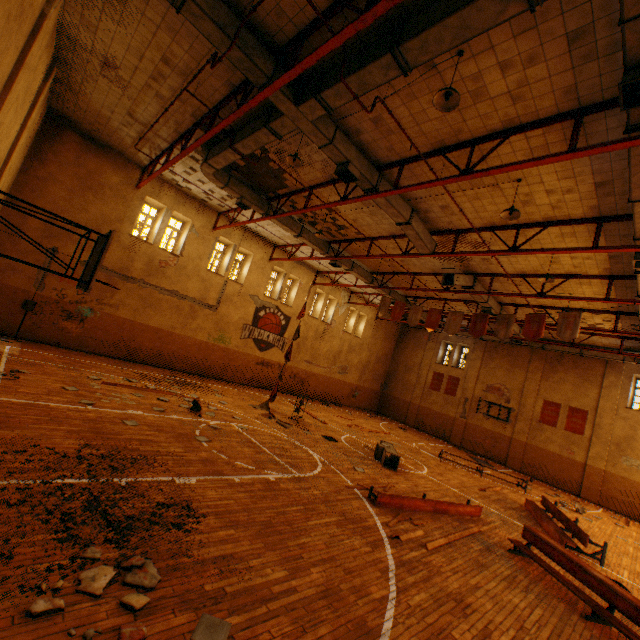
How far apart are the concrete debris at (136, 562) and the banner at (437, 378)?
25.9m

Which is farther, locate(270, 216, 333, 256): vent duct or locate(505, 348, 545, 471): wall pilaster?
locate(505, 348, 545, 471): wall pilaster

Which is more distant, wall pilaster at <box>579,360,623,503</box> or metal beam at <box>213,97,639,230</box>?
wall pilaster at <box>579,360,623,503</box>

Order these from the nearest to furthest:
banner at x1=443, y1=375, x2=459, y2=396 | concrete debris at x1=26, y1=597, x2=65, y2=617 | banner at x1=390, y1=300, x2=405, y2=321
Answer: concrete debris at x1=26, y1=597, x2=65, y2=617 → banner at x1=390, y1=300, x2=405, y2=321 → banner at x1=443, y1=375, x2=459, y2=396

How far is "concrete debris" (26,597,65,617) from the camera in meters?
2.8

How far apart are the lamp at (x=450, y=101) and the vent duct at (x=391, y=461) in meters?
10.3

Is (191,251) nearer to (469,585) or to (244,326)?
(244,326)

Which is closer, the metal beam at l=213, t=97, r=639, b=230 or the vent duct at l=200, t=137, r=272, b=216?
the metal beam at l=213, t=97, r=639, b=230
